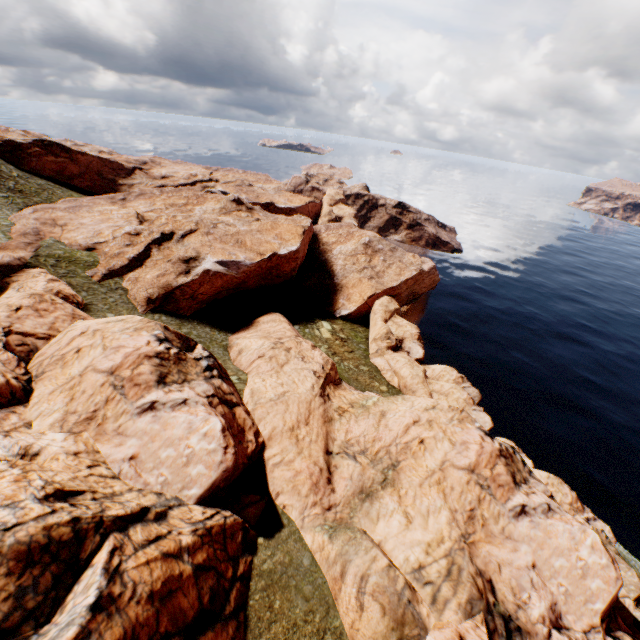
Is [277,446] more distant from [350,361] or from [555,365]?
[555,365]

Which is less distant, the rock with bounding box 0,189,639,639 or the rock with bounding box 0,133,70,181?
the rock with bounding box 0,189,639,639

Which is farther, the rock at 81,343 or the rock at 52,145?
the rock at 52,145
